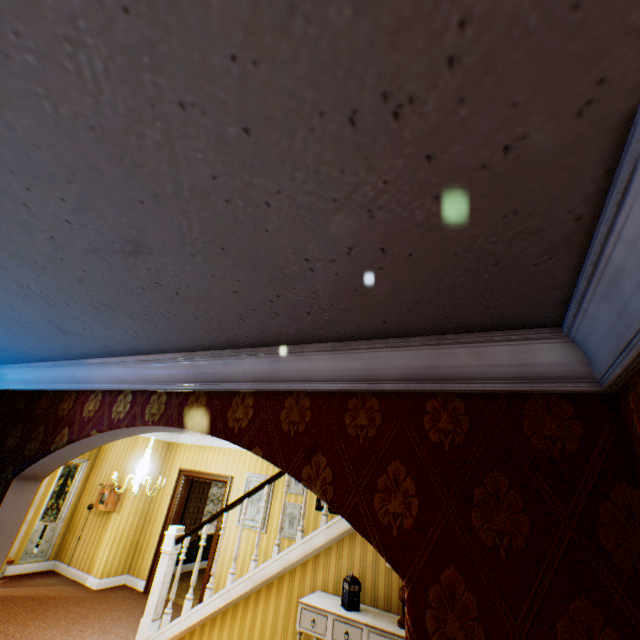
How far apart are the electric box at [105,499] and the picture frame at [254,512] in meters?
3.0

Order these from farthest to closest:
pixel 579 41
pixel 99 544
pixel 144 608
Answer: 1. pixel 99 544
2. pixel 144 608
3. pixel 579 41

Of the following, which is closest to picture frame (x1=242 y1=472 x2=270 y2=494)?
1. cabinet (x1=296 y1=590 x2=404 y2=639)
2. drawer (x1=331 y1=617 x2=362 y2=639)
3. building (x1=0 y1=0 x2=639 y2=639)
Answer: building (x1=0 y1=0 x2=639 y2=639)

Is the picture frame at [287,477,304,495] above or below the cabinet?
above

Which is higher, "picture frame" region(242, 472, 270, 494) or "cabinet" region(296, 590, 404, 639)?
"picture frame" region(242, 472, 270, 494)

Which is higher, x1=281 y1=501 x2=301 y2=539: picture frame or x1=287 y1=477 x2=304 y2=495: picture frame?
x1=287 y1=477 x2=304 y2=495: picture frame

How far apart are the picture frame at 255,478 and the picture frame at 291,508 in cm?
33

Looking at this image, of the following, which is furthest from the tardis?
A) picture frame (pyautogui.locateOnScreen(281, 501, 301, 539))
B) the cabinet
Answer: picture frame (pyautogui.locateOnScreen(281, 501, 301, 539))
